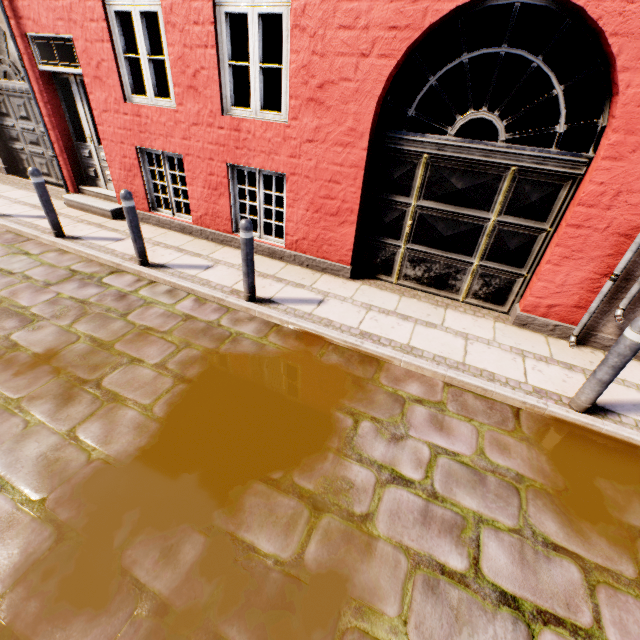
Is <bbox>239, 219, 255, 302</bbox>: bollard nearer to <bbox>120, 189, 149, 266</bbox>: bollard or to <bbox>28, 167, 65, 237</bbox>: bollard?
<bbox>120, 189, 149, 266</bbox>: bollard

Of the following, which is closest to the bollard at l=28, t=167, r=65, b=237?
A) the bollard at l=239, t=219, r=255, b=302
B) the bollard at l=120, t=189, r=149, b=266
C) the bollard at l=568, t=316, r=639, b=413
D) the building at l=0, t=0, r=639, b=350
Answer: the building at l=0, t=0, r=639, b=350

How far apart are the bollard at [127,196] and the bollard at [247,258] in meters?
1.8 m

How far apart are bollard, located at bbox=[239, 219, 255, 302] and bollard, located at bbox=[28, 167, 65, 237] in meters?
3.8

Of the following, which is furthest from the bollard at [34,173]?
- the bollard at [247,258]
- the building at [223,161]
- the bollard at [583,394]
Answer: the bollard at [583,394]

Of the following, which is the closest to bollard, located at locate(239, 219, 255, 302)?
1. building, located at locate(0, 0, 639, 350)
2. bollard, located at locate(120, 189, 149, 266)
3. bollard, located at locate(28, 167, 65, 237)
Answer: building, located at locate(0, 0, 639, 350)

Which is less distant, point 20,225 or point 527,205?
point 527,205

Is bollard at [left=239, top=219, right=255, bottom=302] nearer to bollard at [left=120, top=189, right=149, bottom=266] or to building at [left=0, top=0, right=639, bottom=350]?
building at [left=0, top=0, right=639, bottom=350]
